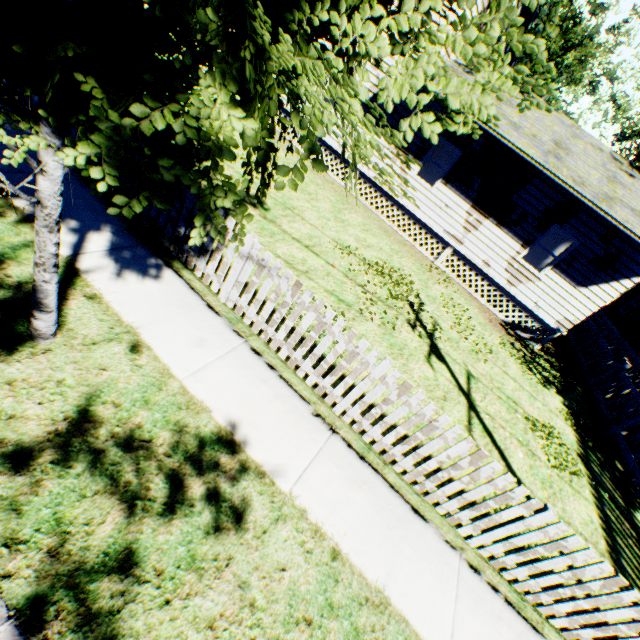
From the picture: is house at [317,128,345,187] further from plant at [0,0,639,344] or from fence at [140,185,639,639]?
fence at [140,185,639,639]

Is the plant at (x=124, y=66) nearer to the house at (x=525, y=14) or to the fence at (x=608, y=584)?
the house at (x=525, y=14)

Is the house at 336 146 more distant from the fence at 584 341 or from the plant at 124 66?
the fence at 584 341

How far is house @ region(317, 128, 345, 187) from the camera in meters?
13.4

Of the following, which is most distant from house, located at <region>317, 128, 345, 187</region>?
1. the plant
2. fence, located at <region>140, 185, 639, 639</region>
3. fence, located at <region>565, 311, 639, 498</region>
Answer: fence, located at <region>140, 185, 639, 639</region>

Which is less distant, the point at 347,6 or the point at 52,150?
the point at 347,6

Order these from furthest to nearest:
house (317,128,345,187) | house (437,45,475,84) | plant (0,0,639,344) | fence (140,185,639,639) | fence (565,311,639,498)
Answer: house (317,128,345,187), house (437,45,475,84), fence (565,311,639,498), fence (140,185,639,639), plant (0,0,639,344)
